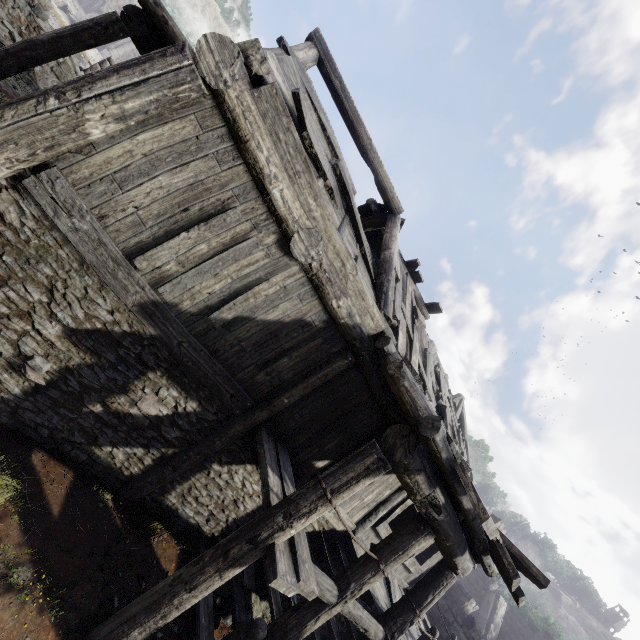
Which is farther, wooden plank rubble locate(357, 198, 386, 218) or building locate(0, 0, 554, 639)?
wooden plank rubble locate(357, 198, 386, 218)

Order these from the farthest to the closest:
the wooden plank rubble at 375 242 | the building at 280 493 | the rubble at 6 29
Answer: the rubble at 6 29 < the wooden plank rubble at 375 242 < the building at 280 493

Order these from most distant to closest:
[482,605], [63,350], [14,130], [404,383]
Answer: [482,605] < [404,383] < [63,350] < [14,130]

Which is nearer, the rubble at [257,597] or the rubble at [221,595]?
the rubble at [221,595]

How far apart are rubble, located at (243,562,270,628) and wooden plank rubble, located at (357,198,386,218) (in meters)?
9.32

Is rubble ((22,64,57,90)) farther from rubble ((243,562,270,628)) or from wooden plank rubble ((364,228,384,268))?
rubble ((243,562,270,628))

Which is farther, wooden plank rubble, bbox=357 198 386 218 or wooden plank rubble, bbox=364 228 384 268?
wooden plank rubble, bbox=364 228 384 268

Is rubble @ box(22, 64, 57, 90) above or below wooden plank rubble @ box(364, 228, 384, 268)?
below
